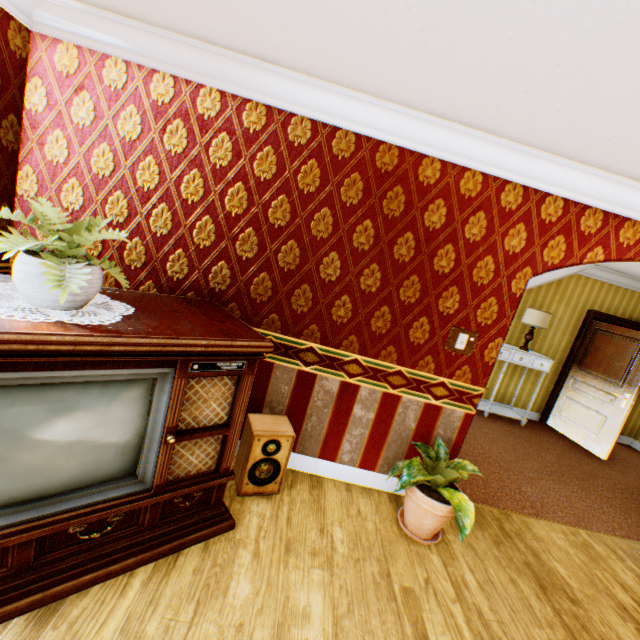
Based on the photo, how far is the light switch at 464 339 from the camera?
2.8m

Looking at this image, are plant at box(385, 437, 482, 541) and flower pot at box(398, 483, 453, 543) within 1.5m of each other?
yes

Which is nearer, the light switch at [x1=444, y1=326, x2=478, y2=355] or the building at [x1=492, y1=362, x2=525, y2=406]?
the light switch at [x1=444, y1=326, x2=478, y2=355]

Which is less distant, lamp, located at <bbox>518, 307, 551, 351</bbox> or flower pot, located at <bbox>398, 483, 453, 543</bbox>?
flower pot, located at <bbox>398, 483, 453, 543</bbox>

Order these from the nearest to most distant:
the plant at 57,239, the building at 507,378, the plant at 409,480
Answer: the plant at 57,239
the plant at 409,480
the building at 507,378

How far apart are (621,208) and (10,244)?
4.0m

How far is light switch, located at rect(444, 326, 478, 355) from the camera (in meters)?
2.83

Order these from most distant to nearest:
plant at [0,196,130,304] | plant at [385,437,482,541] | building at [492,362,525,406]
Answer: building at [492,362,525,406]
plant at [385,437,482,541]
plant at [0,196,130,304]
